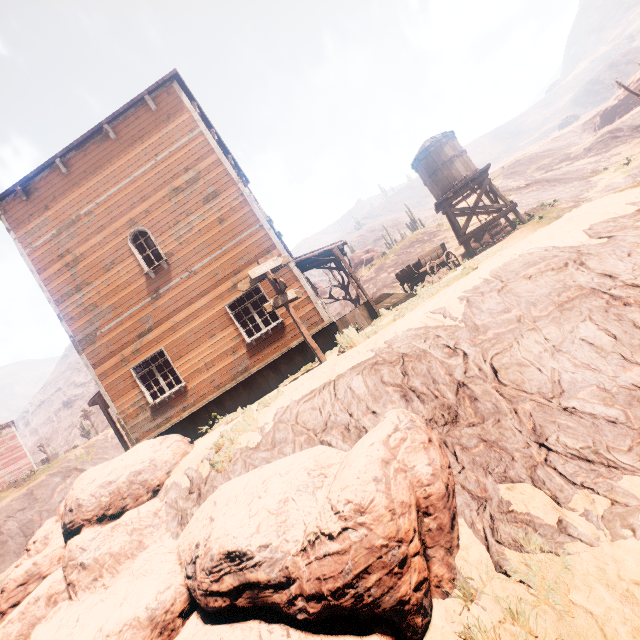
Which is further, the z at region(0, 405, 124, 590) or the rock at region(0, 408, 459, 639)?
the z at region(0, 405, 124, 590)

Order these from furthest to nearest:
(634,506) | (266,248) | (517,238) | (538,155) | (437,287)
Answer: (538,155), (517,238), (266,248), (437,287), (634,506)

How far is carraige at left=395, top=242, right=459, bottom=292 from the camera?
15.5 meters

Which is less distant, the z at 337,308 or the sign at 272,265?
the sign at 272,265

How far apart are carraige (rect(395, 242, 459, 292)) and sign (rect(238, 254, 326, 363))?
8.2 meters

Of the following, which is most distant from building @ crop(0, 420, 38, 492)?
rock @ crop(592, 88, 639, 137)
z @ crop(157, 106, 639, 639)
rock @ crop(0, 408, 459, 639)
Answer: rock @ crop(592, 88, 639, 137)

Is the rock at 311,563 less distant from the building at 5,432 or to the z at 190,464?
the z at 190,464

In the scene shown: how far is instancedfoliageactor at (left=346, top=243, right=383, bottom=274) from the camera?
35.33m
